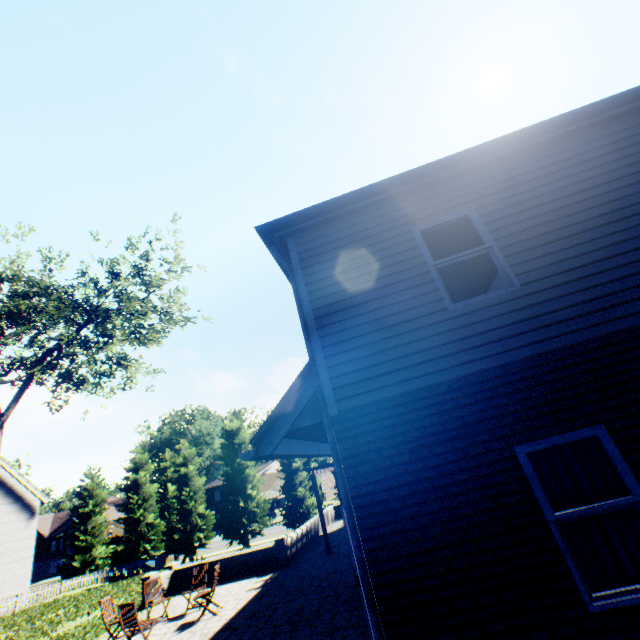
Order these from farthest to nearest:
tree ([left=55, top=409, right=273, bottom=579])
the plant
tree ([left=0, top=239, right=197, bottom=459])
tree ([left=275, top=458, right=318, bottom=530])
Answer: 1. the plant
2. tree ([left=55, top=409, right=273, bottom=579])
3. tree ([left=275, top=458, right=318, bottom=530])
4. tree ([left=0, top=239, right=197, bottom=459])

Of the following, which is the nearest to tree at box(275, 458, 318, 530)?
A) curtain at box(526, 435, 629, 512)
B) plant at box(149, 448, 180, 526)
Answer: plant at box(149, 448, 180, 526)

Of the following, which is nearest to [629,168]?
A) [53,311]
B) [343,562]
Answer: [343,562]

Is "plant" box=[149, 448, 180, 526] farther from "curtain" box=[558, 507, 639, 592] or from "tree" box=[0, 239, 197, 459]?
"curtain" box=[558, 507, 639, 592]

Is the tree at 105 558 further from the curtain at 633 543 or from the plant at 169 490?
the curtain at 633 543

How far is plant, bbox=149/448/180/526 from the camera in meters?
50.0
